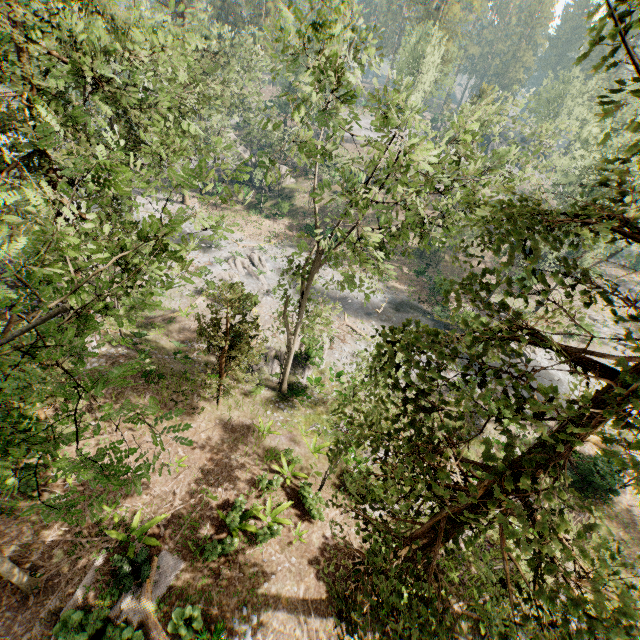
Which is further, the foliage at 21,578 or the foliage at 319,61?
the foliage at 21,578

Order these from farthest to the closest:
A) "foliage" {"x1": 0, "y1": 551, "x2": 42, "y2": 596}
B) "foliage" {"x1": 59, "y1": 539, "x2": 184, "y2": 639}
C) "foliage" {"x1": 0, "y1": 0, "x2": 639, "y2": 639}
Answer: "foliage" {"x1": 59, "y1": 539, "x2": 184, "y2": 639}, "foliage" {"x1": 0, "y1": 551, "x2": 42, "y2": 596}, "foliage" {"x1": 0, "y1": 0, "x2": 639, "y2": 639}

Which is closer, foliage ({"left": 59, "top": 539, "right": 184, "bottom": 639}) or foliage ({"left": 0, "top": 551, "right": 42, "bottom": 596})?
foliage ({"left": 0, "top": 551, "right": 42, "bottom": 596})

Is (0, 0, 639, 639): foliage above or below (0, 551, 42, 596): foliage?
above

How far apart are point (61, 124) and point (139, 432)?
13.46m

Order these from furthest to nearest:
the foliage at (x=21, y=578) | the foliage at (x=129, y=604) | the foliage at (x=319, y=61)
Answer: the foliage at (x=129, y=604) < the foliage at (x=21, y=578) < the foliage at (x=319, y=61)
